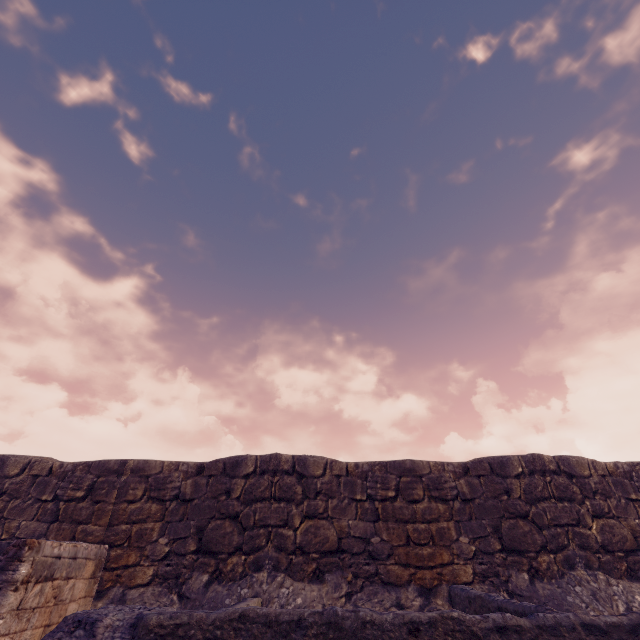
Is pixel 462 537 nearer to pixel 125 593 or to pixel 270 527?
pixel 270 527
